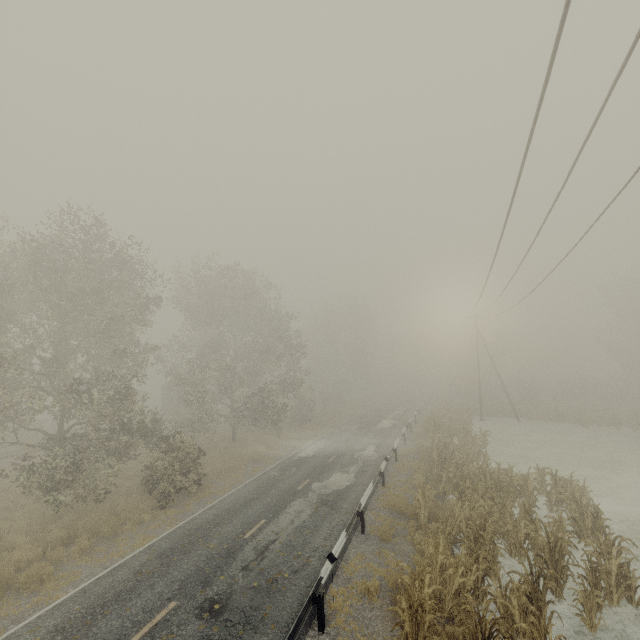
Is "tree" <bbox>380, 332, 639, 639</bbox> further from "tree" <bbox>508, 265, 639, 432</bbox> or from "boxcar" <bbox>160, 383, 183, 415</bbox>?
"boxcar" <bbox>160, 383, 183, 415</bbox>

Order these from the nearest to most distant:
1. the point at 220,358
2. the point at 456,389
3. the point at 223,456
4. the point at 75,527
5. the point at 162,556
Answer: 1. the point at 162,556
2. the point at 75,527
3. the point at 223,456
4. the point at 220,358
5. the point at 456,389

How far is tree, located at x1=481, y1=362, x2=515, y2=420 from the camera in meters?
37.8 m

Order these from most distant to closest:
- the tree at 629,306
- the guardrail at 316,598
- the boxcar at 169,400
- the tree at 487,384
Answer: the boxcar at 169,400 → the tree at 487,384 → the tree at 629,306 → the guardrail at 316,598

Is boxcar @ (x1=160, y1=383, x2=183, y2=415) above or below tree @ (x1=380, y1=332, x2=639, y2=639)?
above

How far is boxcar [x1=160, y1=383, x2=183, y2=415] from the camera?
44.0m

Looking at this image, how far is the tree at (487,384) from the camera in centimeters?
3778cm

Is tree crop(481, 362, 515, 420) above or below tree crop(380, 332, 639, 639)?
above
